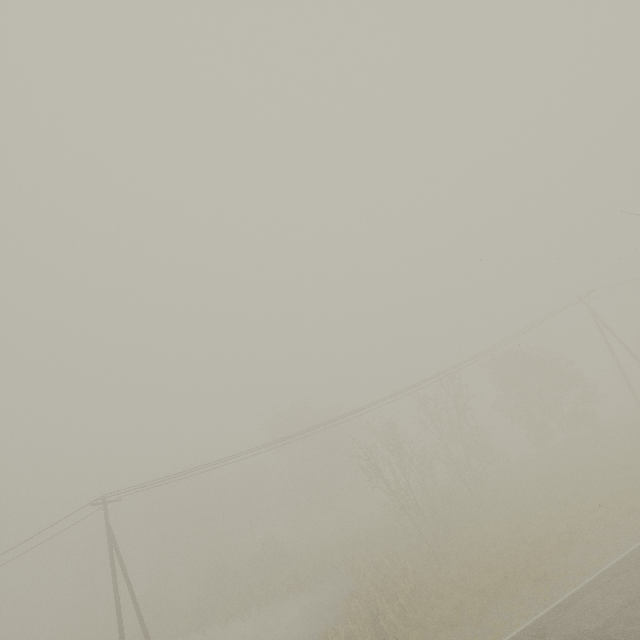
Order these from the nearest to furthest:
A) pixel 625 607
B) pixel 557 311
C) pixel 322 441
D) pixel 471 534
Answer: pixel 625 607
pixel 471 534
pixel 557 311
pixel 322 441
